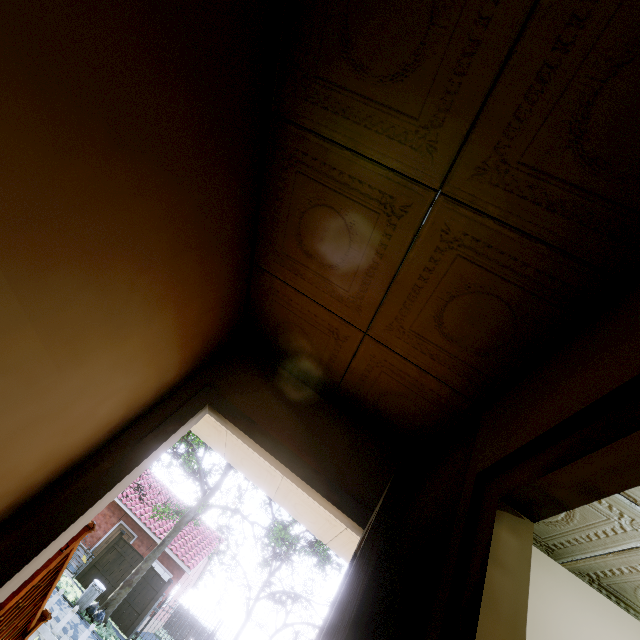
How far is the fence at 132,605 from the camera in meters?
15.8

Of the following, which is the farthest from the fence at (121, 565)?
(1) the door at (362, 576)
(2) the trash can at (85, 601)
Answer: (1) the door at (362, 576)

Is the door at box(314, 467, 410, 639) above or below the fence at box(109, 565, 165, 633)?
above

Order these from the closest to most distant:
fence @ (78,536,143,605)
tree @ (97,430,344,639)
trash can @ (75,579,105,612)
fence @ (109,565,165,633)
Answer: trash can @ (75,579,105,612)
tree @ (97,430,344,639)
fence @ (109,565,165,633)
fence @ (78,536,143,605)

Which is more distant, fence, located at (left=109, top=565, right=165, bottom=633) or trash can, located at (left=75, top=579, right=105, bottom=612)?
fence, located at (left=109, top=565, right=165, bottom=633)

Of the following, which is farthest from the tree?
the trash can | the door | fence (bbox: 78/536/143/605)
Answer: the door

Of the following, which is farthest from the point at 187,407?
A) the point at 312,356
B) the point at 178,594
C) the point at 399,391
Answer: the point at 178,594
